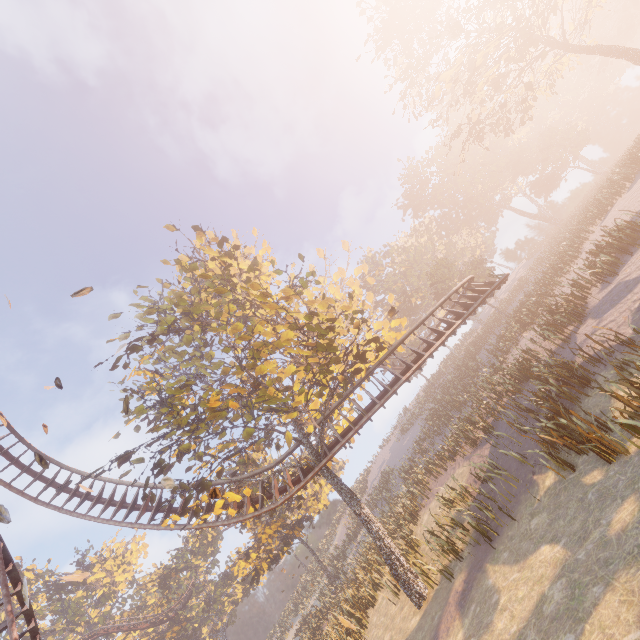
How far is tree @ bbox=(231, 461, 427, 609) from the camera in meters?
13.1 m

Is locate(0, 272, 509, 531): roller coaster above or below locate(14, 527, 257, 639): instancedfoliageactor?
below

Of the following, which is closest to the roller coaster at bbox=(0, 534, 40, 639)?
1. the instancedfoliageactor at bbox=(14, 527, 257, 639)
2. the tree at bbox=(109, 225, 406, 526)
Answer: the tree at bbox=(109, 225, 406, 526)

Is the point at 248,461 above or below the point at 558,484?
above

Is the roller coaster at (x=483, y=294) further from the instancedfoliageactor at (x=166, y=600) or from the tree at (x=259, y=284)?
the instancedfoliageactor at (x=166, y=600)

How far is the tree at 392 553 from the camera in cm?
1312
